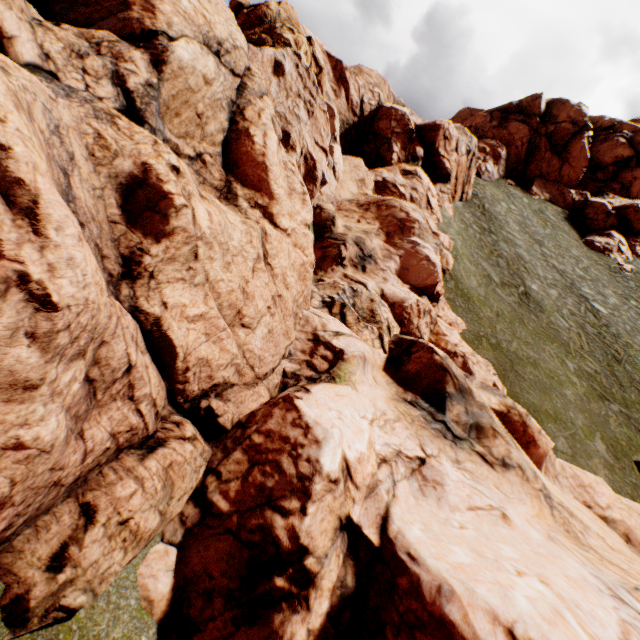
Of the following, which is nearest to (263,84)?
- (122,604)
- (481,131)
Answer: (122,604)
